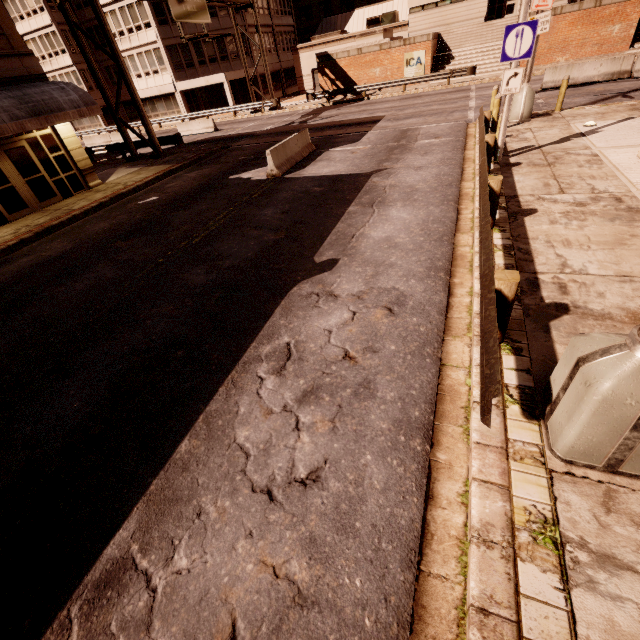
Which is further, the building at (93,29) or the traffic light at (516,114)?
the building at (93,29)

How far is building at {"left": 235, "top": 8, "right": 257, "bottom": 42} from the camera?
35.9m

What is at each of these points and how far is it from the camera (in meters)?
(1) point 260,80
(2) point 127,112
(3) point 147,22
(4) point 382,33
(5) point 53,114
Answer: (1) building, 40.25
(2) building, 45.28
(3) building, 33.78
(4) planter, 28.58
(5) awning, 13.27

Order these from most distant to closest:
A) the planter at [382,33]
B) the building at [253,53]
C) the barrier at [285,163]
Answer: the building at [253,53] → the planter at [382,33] → the barrier at [285,163]

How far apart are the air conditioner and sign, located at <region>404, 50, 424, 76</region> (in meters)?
12.67

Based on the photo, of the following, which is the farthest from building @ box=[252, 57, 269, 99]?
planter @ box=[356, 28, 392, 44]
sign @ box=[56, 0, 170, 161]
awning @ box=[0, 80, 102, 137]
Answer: awning @ box=[0, 80, 102, 137]

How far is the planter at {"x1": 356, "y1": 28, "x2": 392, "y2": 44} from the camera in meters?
28.6 m

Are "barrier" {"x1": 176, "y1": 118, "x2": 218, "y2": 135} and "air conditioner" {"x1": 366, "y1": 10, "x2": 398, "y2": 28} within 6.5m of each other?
no
